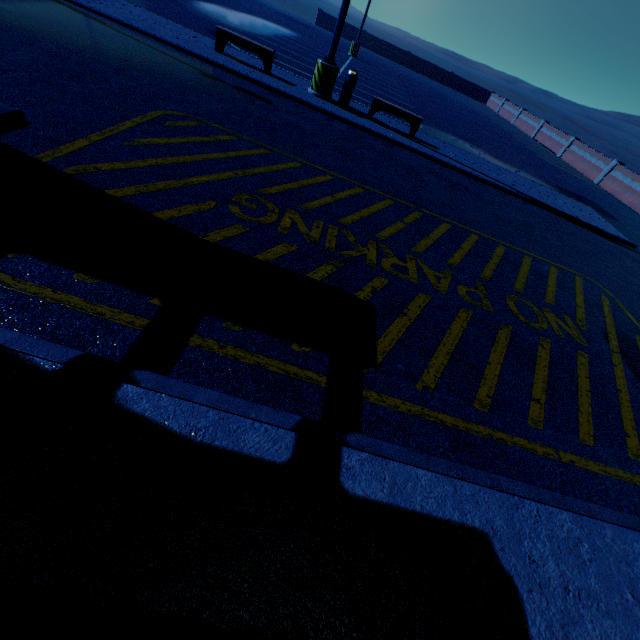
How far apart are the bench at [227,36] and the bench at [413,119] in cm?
345

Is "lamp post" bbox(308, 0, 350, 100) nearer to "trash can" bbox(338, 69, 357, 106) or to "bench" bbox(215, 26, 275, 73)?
"trash can" bbox(338, 69, 357, 106)

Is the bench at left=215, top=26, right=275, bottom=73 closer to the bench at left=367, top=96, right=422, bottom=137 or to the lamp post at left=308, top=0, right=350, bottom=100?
the lamp post at left=308, top=0, right=350, bottom=100

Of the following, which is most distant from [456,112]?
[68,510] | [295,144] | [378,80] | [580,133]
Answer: [580,133]

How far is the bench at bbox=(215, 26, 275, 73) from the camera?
9.84m

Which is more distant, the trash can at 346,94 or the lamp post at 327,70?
the trash can at 346,94

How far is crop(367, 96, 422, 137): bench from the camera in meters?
10.5
